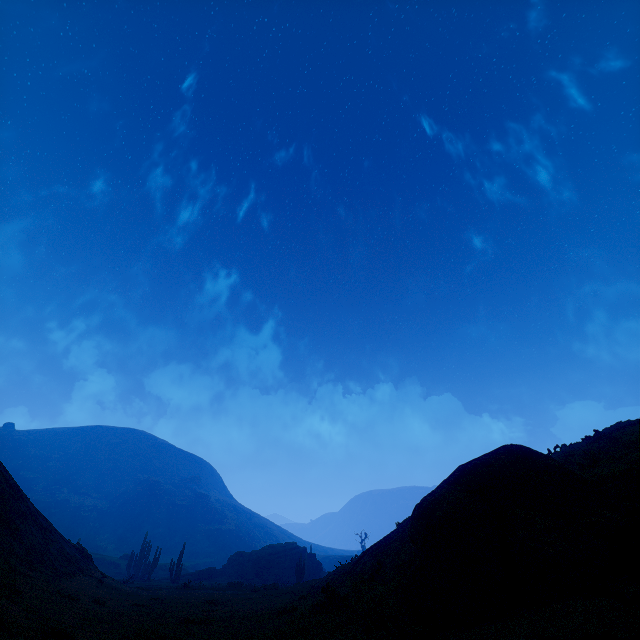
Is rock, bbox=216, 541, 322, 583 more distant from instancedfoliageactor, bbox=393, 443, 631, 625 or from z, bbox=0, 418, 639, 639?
instancedfoliageactor, bbox=393, 443, 631, 625

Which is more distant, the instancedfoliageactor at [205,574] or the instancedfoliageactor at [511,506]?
the instancedfoliageactor at [205,574]

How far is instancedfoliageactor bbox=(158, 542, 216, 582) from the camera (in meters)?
37.66

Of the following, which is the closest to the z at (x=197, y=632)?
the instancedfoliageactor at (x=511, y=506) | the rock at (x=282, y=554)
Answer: the instancedfoliageactor at (x=511, y=506)

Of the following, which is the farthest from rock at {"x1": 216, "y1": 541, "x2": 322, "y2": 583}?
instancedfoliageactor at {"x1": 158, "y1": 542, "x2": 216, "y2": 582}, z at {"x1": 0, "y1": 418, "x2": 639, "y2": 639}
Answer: z at {"x1": 0, "y1": 418, "x2": 639, "y2": 639}

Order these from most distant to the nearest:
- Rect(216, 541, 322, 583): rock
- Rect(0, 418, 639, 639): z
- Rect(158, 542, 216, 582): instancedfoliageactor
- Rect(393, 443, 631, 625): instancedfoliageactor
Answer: Rect(216, 541, 322, 583): rock, Rect(158, 542, 216, 582): instancedfoliageactor, Rect(393, 443, 631, 625): instancedfoliageactor, Rect(0, 418, 639, 639): z

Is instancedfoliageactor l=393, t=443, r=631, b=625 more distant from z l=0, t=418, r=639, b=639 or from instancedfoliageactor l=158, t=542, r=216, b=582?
instancedfoliageactor l=158, t=542, r=216, b=582

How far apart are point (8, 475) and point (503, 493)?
25.06m
